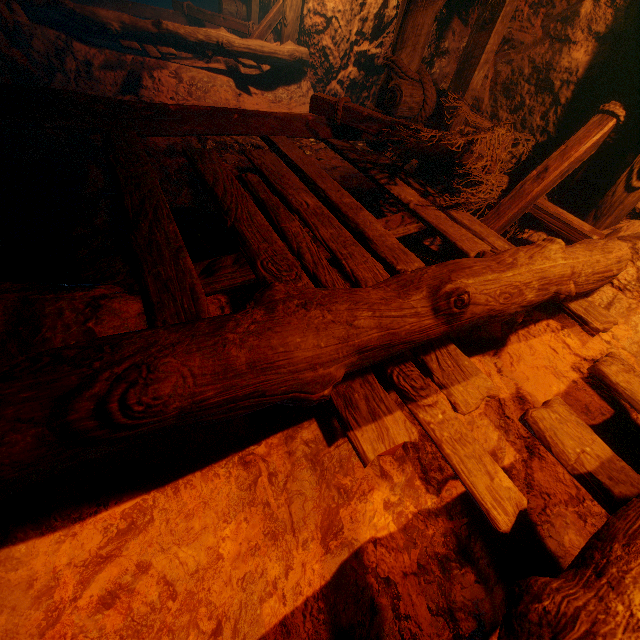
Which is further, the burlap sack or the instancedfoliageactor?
the instancedfoliageactor

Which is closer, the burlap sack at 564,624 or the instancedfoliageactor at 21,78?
the burlap sack at 564,624

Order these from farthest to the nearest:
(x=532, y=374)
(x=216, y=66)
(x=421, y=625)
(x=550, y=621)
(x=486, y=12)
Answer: (x=216, y=66) < (x=486, y=12) < (x=532, y=374) < (x=421, y=625) < (x=550, y=621)
